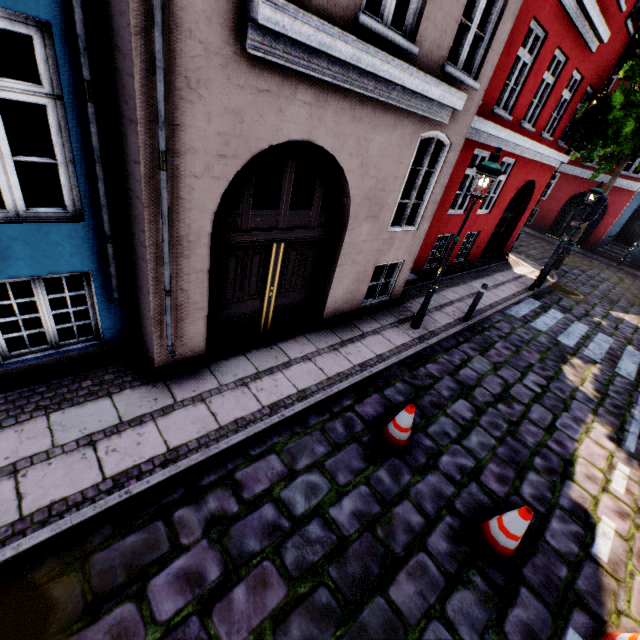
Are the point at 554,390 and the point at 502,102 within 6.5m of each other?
no

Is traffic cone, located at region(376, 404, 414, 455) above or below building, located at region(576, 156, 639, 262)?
below

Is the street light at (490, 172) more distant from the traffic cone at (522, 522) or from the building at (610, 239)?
the traffic cone at (522, 522)

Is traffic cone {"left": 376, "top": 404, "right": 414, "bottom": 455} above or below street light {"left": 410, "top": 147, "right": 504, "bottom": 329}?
below

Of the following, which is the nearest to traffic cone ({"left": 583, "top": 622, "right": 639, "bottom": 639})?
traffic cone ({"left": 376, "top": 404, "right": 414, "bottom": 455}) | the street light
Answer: traffic cone ({"left": 376, "top": 404, "right": 414, "bottom": 455})

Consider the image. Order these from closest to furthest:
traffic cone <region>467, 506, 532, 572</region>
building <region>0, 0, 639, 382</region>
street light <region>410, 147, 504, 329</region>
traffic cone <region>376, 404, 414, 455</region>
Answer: building <region>0, 0, 639, 382</region>, traffic cone <region>467, 506, 532, 572</region>, traffic cone <region>376, 404, 414, 455</region>, street light <region>410, 147, 504, 329</region>

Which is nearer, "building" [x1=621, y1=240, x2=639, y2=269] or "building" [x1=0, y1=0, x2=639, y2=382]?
"building" [x1=0, y1=0, x2=639, y2=382]

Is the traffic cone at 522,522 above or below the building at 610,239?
below
